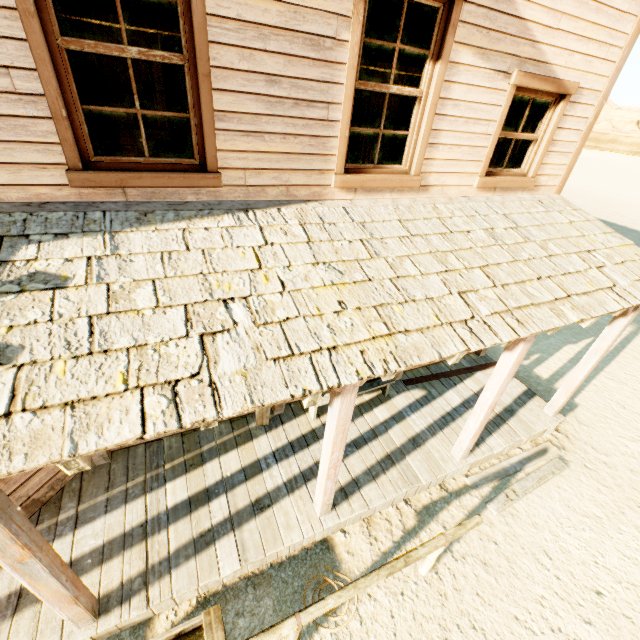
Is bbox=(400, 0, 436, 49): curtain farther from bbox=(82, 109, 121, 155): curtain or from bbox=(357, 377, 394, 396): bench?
bbox=(357, 377, 394, 396): bench

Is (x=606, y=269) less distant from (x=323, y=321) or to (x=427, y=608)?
(x=323, y=321)

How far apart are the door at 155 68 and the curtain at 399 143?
10.4m

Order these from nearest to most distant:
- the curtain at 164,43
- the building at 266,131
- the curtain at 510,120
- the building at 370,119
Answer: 1. the building at 266,131
2. the curtain at 164,43
3. the curtain at 510,120
4. the building at 370,119

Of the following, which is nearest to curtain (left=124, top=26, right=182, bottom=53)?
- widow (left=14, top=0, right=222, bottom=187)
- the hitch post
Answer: widow (left=14, top=0, right=222, bottom=187)

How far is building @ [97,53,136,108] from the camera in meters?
9.9

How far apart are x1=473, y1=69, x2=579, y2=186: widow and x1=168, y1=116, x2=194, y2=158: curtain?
3.68m

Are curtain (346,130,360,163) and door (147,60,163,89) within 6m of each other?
no
